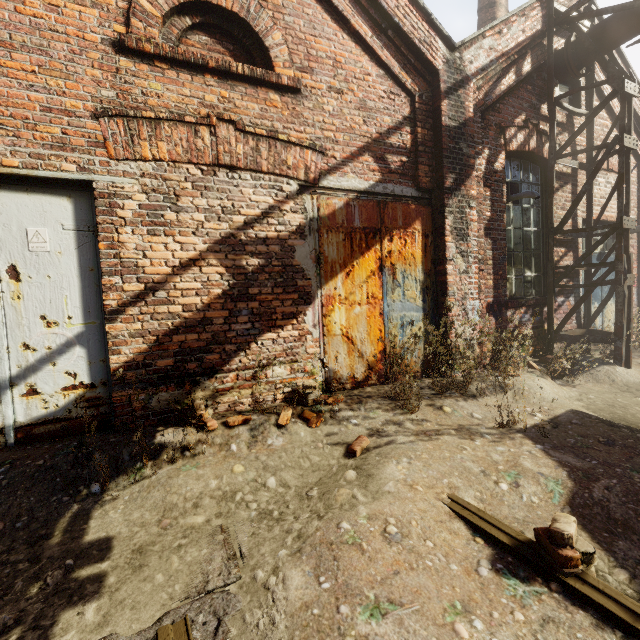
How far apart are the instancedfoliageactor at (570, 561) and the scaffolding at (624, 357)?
5.2m

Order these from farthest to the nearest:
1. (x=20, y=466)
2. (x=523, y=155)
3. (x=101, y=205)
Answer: (x=523, y=155) → (x=101, y=205) → (x=20, y=466)

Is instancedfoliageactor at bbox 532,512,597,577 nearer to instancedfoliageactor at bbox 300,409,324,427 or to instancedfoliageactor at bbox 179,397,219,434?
instancedfoliageactor at bbox 300,409,324,427

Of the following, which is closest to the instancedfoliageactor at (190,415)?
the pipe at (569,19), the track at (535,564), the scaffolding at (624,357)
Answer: the pipe at (569,19)

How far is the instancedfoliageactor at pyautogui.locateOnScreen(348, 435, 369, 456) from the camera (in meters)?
3.10

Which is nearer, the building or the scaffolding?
the scaffolding

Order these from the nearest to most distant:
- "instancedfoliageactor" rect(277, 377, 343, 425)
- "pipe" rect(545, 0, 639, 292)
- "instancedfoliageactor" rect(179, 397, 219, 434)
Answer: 1. "instancedfoliageactor" rect(179, 397, 219, 434)
2. "instancedfoliageactor" rect(277, 377, 343, 425)
3. "pipe" rect(545, 0, 639, 292)

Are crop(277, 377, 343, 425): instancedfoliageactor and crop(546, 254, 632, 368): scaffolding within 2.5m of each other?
no
